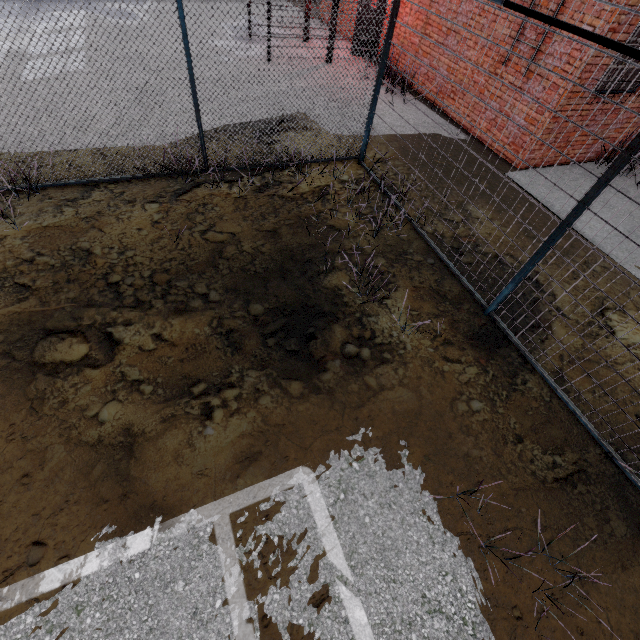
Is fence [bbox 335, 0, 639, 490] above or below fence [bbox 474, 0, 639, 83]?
below

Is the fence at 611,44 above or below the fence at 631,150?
above

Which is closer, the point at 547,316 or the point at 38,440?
the point at 38,440
